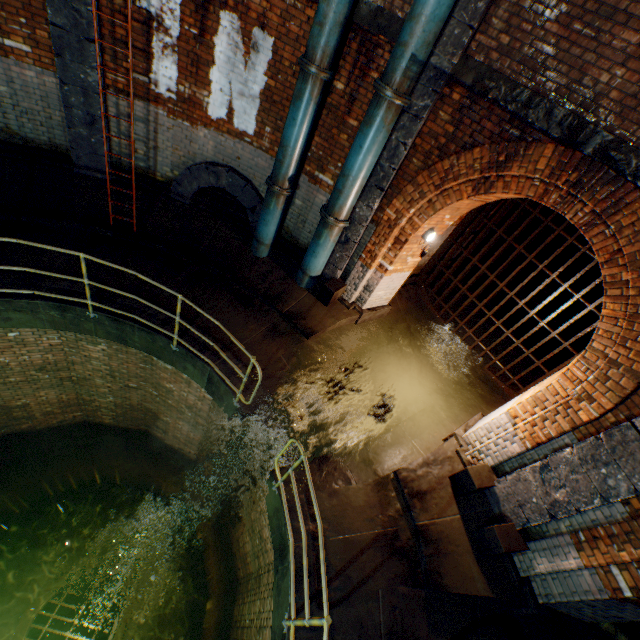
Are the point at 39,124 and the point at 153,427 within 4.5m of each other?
no

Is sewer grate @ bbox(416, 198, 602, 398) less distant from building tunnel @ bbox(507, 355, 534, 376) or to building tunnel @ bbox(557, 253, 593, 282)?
building tunnel @ bbox(507, 355, 534, 376)

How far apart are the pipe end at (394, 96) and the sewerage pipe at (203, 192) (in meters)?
3.08

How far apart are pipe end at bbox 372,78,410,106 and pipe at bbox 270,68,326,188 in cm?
78

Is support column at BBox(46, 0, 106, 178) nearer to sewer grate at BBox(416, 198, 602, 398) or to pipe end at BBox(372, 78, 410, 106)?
pipe end at BBox(372, 78, 410, 106)

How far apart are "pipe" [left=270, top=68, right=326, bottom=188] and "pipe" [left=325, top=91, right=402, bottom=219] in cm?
79

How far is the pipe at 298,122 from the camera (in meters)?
5.09

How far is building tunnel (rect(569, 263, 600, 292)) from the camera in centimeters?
1513cm
